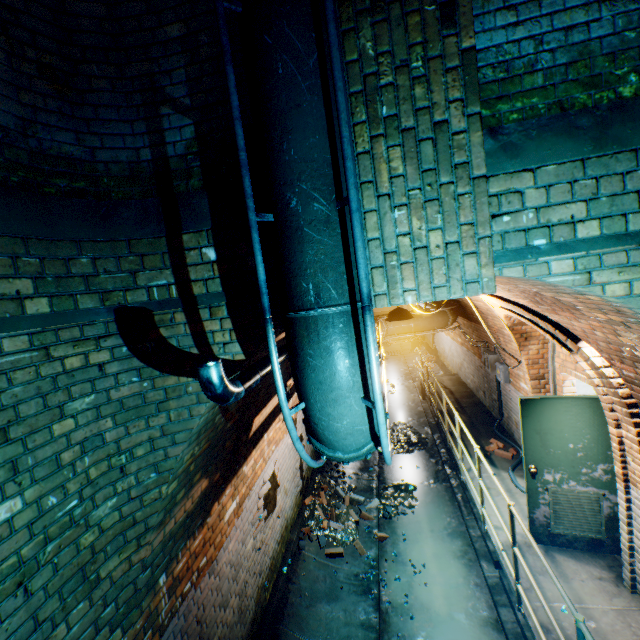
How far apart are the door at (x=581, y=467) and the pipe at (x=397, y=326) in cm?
304

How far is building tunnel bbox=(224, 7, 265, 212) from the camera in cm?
210

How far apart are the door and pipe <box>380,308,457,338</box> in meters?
3.0 m

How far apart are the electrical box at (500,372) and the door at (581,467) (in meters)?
3.13

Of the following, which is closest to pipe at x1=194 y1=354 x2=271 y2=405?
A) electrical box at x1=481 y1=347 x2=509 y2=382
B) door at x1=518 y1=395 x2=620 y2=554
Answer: door at x1=518 y1=395 x2=620 y2=554

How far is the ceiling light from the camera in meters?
5.0 m

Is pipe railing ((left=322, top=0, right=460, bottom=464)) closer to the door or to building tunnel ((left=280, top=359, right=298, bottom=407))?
building tunnel ((left=280, top=359, right=298, bottom=407))

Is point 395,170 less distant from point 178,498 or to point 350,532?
point 178,498
